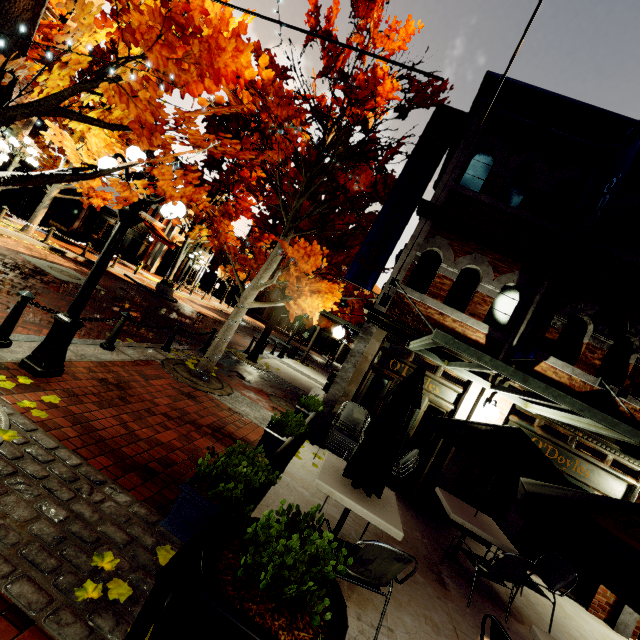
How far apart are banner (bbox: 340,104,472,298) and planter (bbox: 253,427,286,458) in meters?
4.0 m

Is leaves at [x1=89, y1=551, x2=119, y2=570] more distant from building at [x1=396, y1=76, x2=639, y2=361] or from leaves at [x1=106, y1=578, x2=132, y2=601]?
building at [x1=396, y1=76, x2=639, y2=361]

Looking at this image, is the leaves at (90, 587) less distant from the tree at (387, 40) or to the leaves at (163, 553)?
the leaves at (163, 553)

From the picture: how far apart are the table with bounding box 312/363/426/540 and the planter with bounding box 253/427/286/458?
0.6 meters

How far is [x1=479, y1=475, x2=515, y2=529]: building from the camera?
6.9m

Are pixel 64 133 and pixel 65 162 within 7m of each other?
no

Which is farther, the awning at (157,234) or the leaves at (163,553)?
the awning at (157,234)

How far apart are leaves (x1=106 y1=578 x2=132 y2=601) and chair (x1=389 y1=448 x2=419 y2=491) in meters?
5.2 m
